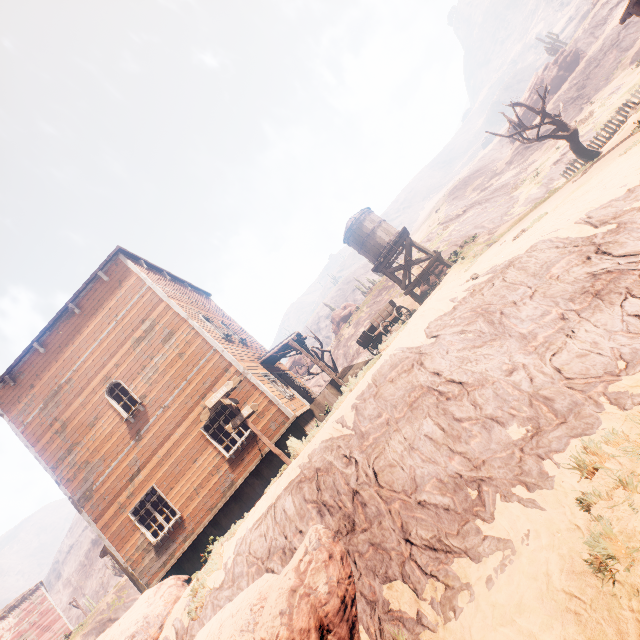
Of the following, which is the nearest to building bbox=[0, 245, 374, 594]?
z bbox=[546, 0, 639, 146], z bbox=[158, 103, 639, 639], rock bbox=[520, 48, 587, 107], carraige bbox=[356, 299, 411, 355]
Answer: z bbox=[158, 103, 639, 639]

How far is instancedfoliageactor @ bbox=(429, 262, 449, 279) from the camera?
21.3 meters

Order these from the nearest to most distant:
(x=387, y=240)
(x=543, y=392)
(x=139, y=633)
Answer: (x=543, y=392)
(x=139, y=633)
(x=387, y=240)

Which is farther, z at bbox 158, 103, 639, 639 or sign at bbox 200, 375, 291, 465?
sign at bbox 200, 375, 291, 465

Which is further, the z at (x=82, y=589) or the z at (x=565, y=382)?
the z at (x=82, y=589)

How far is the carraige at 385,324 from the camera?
16.8m

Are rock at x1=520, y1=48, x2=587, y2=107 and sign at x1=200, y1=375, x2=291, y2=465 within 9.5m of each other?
no
